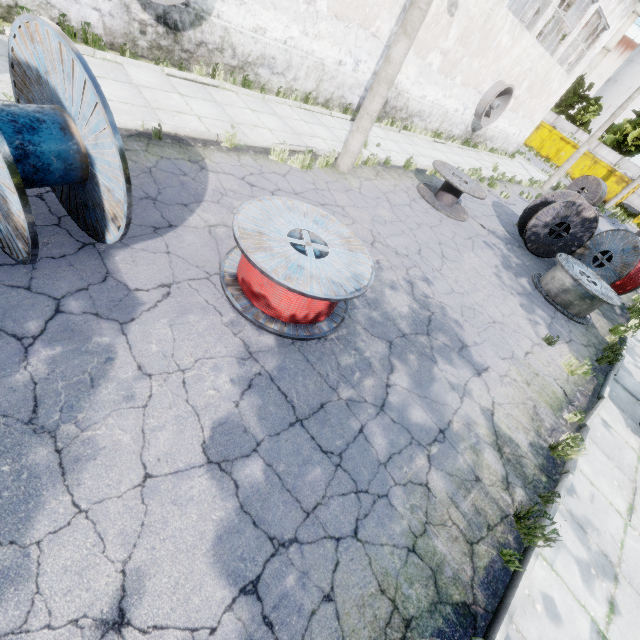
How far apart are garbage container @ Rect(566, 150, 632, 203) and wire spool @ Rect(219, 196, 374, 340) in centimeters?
4028cm

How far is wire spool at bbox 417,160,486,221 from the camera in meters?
9.9

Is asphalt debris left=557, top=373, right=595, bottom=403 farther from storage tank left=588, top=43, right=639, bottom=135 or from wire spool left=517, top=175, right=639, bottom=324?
storage tank left=588, top=43, right=639, bottom=135

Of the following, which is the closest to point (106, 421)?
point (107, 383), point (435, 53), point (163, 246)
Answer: point (107, 383)

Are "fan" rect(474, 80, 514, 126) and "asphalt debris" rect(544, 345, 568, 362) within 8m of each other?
no

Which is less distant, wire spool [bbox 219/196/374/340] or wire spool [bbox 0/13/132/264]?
wire spool [bbox 0/13/132/264]

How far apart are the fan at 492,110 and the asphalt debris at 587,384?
16.0m

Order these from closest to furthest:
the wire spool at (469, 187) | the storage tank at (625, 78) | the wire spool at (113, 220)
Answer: the wire spool at (113, 220) → the wire spool at (469, 187) → the storage tank at (625, 78)
